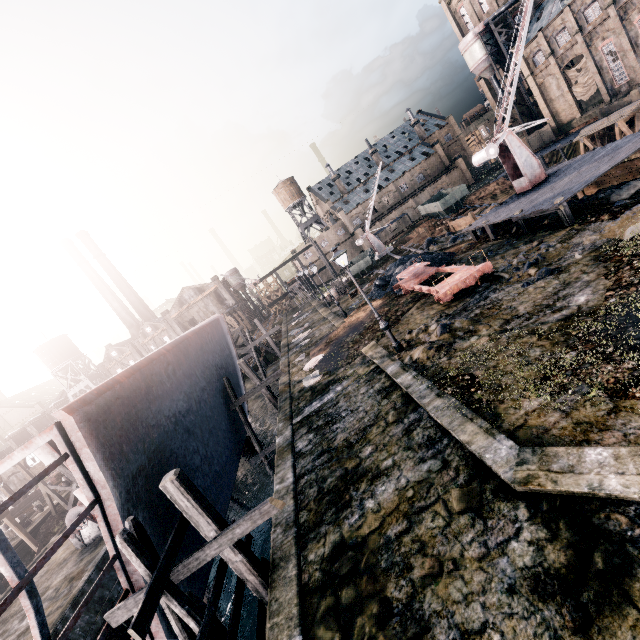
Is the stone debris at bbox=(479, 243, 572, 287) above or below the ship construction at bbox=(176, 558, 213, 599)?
above

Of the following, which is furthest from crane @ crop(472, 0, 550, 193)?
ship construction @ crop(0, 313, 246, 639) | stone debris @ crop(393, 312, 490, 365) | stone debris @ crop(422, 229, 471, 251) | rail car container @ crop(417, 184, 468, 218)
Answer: rail car container @ crop(417, 184, 468, 218)

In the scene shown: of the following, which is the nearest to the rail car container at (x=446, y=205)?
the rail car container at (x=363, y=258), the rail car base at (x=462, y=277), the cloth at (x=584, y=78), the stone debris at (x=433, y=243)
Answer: the stone debris at (x=433, y=243)

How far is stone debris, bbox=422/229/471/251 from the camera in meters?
31.1

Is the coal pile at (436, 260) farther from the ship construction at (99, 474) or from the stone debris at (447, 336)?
the ship construction at (99, 474)

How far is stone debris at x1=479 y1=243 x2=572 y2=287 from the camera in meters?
13.9 m

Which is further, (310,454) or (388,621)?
(310,454)

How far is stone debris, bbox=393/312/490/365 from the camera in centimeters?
1294cm
